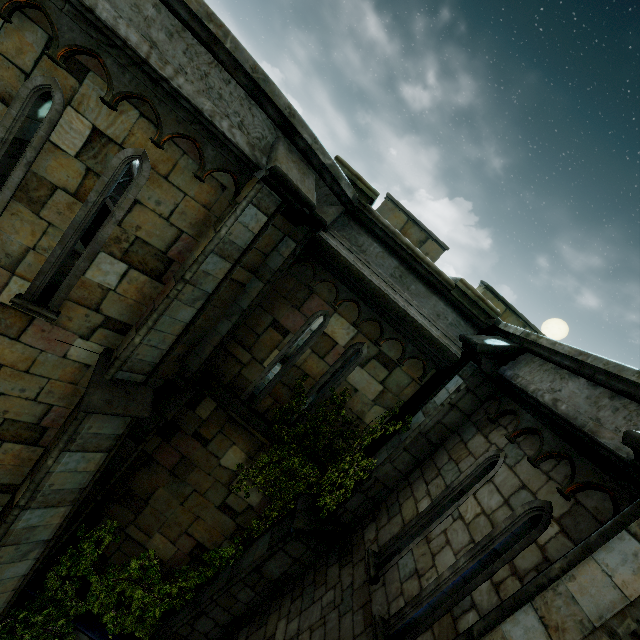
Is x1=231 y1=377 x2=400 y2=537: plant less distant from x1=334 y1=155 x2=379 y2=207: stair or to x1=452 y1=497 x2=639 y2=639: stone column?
x1=452 y1=497 x2=639 y2=639: stone column

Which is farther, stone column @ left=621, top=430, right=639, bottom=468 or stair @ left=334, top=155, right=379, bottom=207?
stair @ left=334, top=155, right=379, bottom=207

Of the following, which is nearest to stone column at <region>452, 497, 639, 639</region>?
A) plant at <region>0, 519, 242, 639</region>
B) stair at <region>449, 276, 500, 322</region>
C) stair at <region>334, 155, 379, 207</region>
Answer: plant at <region>0, 519, 242, 639</region>

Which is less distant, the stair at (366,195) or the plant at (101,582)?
the stair at (366,195)

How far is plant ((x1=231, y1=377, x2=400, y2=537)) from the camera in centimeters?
615cm

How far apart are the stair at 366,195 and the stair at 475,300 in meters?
2.0

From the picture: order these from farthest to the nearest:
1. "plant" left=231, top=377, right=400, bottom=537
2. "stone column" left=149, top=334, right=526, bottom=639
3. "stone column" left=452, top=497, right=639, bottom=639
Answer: "plant" left=231, top=377, right=400, bottom=537
"stone column" left=149, top=334, right=526, bottom=639
"stone column" left=452, top=497, right=639, bottom=639

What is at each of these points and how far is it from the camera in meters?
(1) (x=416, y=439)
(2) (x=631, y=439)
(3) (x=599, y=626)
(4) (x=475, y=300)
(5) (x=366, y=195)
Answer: (1) stone column, 5.5 m
(2) stone column, 2.4 m
(3) stone column, 2.1 m
(4) stair, 5.7 m
(5) stair, 5.4 m
